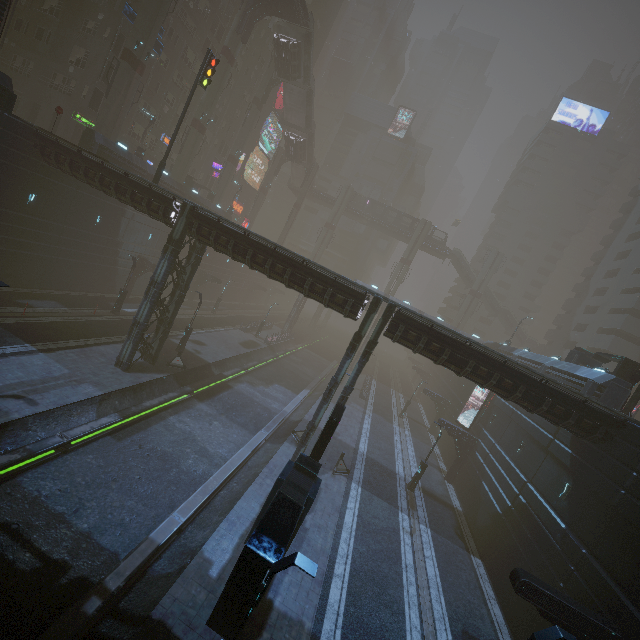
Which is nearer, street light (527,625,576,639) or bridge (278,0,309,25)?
street light (527,625,576,639)

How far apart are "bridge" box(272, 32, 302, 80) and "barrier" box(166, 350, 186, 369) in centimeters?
4092cm

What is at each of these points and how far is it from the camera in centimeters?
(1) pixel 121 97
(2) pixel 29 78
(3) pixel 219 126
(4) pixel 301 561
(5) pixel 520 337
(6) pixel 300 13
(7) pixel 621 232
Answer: (1) sm, 3058cm
(2) building, 3403cm
(3) building, 5197cm
(4) street light, 714cm
(5) stairs, 5925cm
(6) bridge, 3806cm
(7) building, 5059cm

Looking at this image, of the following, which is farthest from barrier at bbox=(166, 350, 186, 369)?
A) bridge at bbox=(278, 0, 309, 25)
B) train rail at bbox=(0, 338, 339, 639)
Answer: bridge at bbox=(278, 0, 309, 25)

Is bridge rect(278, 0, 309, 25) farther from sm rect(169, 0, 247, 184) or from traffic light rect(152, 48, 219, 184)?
traffic light rect(152, 48, 219, 184)

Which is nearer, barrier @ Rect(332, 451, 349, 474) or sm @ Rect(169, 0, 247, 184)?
barrier @ Rect(332, 451, 349, 474)

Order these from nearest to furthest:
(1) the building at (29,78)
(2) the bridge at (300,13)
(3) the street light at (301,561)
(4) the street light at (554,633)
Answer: (3) the street light at (301,561) → (4) the street light at (554,633) → (1) the building at (29,78) → (2) the bridge at (300,13)

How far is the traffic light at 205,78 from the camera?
22.7 meters
